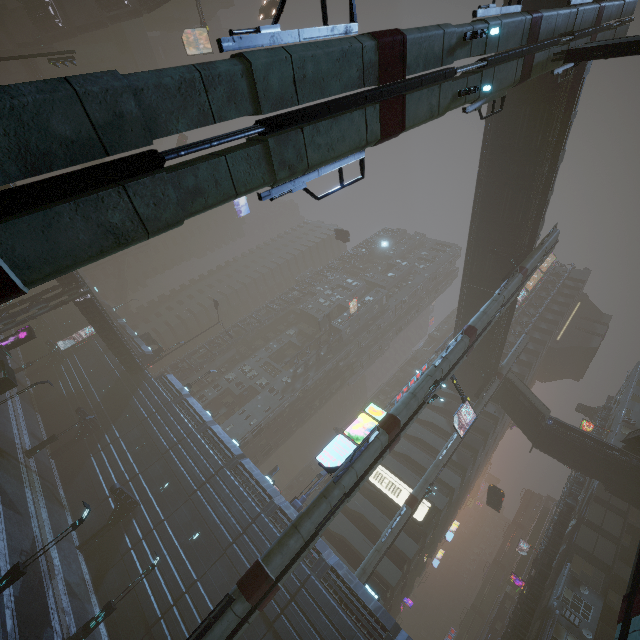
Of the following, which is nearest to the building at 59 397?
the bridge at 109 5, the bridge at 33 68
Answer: the bridge at 33 68

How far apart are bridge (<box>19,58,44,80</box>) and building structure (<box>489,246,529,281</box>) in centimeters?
8071cm

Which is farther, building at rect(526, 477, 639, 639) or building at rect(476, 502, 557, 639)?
building at rect(476, 502, 557, 639)

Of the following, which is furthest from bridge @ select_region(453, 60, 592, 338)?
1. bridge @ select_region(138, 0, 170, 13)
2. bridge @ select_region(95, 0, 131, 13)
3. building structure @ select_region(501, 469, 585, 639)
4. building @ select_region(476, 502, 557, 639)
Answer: bridge @ select_region(95, 0, 131, 13)

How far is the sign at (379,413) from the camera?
17.3 meters

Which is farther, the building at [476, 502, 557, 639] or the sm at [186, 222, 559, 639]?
the building at [476, 502, 557, 639]

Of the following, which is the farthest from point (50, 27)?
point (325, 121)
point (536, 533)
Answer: A: point (536, 533)

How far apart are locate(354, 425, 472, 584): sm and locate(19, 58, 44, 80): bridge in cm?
8767
